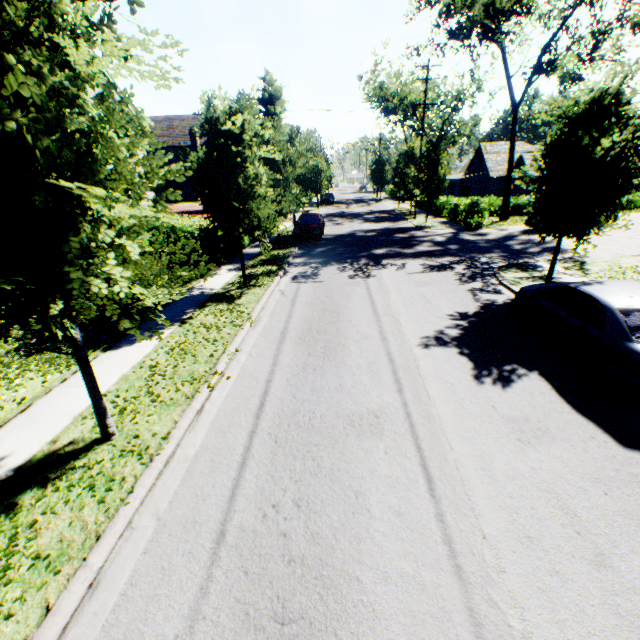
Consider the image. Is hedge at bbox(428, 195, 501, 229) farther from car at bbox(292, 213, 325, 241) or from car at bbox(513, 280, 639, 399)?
car at bbox(513, 280, 639, 399)

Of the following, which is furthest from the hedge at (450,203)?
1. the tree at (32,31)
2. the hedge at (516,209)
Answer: the hedge at (516,209)

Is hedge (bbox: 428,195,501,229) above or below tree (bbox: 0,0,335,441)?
below

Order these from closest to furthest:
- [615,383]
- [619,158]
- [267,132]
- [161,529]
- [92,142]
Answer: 1. [92,142]
2. [161,529]
3. [615,383]
4. [619,158]
5. [267,132]

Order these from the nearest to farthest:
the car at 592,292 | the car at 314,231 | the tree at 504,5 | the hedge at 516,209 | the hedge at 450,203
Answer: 1. the car at 592,292
2. the tree at 504,5
3. the car at 314,231
4. the hedge at 450,203
5. the hedge at 516,209

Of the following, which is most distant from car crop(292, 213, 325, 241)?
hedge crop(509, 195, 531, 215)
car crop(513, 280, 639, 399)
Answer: hedge crop(509, 195, 531, 215)

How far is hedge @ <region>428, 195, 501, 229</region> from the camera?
23.9 meters

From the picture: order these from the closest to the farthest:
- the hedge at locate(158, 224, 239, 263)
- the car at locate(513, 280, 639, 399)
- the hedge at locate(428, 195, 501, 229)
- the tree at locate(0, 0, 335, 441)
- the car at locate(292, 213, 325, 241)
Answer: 1. the tree at locate(0, 0, 335, 441)
2. the car at locate(513, 280, 639, 399)
3. the hedge at locate(158, 224, 239, 263)
4. the car at locate(292, 213, 325, 241)
5. the hedge at locate(428, 195, 501, 229)
